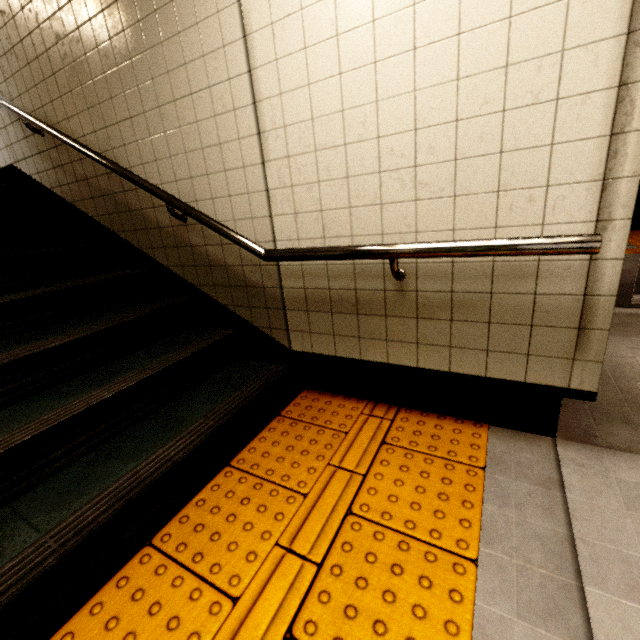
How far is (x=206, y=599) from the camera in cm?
A: 110

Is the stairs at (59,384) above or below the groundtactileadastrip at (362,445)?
above

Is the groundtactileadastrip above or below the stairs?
below
